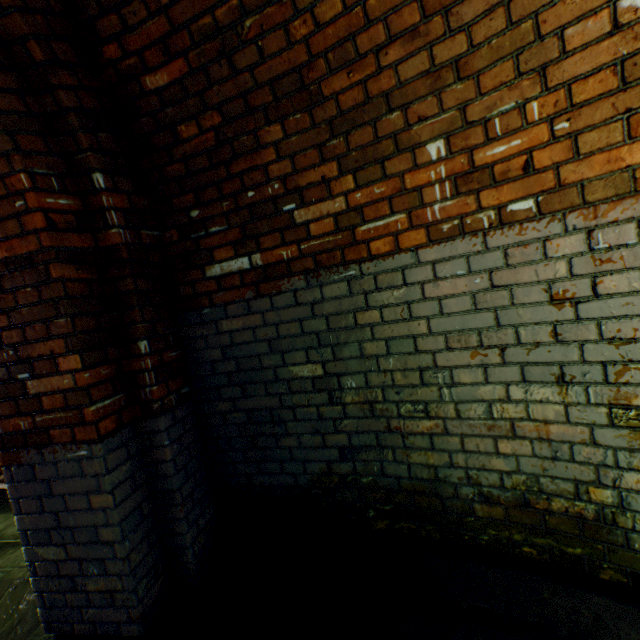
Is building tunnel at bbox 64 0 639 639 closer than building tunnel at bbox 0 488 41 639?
Yes

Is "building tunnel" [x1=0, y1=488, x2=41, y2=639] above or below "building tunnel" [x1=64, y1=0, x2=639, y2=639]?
below

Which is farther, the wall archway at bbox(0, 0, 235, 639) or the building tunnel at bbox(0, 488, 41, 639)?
the building tunnel at bbox(0, 488, 41, 639)

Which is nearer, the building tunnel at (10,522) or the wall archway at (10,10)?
the wall archway at (10,10)

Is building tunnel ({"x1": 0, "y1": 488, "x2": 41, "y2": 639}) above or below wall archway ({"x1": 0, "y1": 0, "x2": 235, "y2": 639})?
below

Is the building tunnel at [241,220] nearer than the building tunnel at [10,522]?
Yes

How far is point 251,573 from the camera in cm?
213
